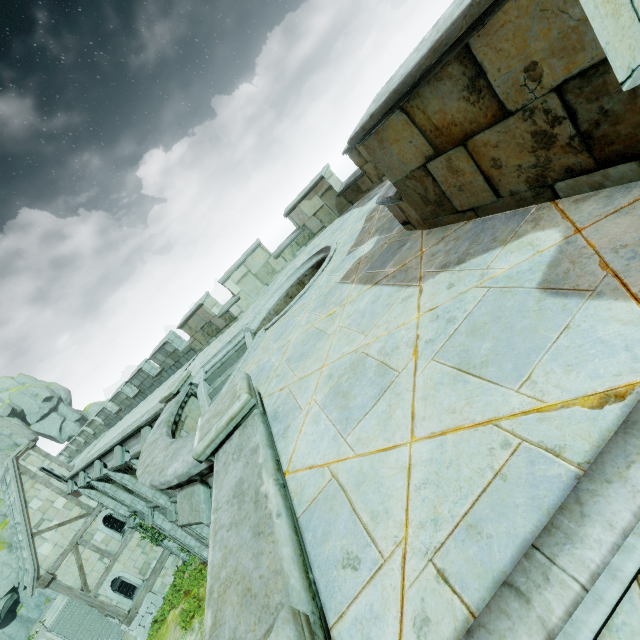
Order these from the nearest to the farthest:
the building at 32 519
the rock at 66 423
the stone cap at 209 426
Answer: the stone cap at 209 426 → the building at 32 519 → the rock at 66 423

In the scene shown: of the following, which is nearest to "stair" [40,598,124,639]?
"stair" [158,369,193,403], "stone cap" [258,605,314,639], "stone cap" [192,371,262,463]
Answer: "stair" [158,369,193,403]

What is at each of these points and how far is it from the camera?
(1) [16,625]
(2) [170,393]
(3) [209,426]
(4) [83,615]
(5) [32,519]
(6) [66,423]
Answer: (1) rock, 27.94m
(2) stair, 9.22m
(3) stone cap, 3.77m
(4) stair, 23.62m
(5) building, 19.25m
(6) rock, 47.47m

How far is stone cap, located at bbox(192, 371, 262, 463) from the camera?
3.59m

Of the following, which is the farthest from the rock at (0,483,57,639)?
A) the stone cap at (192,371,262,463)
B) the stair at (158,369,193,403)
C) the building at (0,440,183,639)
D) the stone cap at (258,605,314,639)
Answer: the stone cap at (258,605,314,639)

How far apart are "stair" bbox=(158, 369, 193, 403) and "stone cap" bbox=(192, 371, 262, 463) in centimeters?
542cm

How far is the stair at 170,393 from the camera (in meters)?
9.31

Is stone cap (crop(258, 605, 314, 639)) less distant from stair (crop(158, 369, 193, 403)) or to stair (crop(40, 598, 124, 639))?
stair (crop(158, 369, 193, 403))
